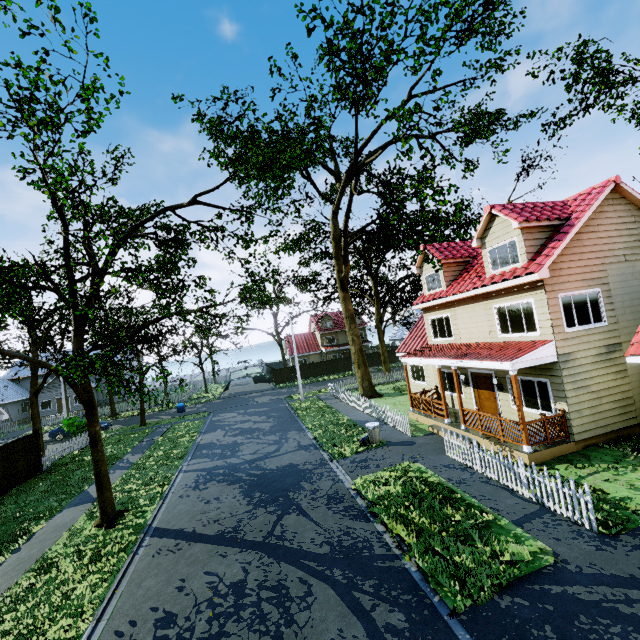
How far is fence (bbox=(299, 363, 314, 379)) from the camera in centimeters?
4581cm

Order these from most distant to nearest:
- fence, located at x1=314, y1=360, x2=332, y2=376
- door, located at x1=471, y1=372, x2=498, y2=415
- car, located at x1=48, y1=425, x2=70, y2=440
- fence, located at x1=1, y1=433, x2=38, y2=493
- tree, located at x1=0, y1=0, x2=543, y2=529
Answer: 1. fence, located at x1=314, y1=360, x2=332, y2=376
2. car, located at x1=48, y1=425, x2=70, y2=440
3. fence, located at x1=1, y1=433, x2=38, y2=493
4. door, located at x1=471, y1=372, x2=498, y2=415
5. tree, located at x1=0, y1=0, x2=543, y2=529

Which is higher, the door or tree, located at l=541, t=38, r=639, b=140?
tree, located at l=541, t=38, r=639, b=140

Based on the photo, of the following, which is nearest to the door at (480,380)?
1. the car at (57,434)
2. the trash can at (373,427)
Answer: the trash can at (373,427)

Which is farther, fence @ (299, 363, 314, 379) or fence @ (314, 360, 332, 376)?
fence @ (314, 360, 332, 376)

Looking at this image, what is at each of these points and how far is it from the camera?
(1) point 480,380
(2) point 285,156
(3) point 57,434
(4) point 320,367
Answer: (1) door, 15.25m
(2) tree, 9.97m
(3) car, 27.84m
(4) fence, 46.50m

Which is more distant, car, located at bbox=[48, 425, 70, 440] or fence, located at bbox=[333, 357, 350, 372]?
fence, located at bbox=[333, 357, 350, 372]

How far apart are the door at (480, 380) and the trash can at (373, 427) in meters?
4.9
